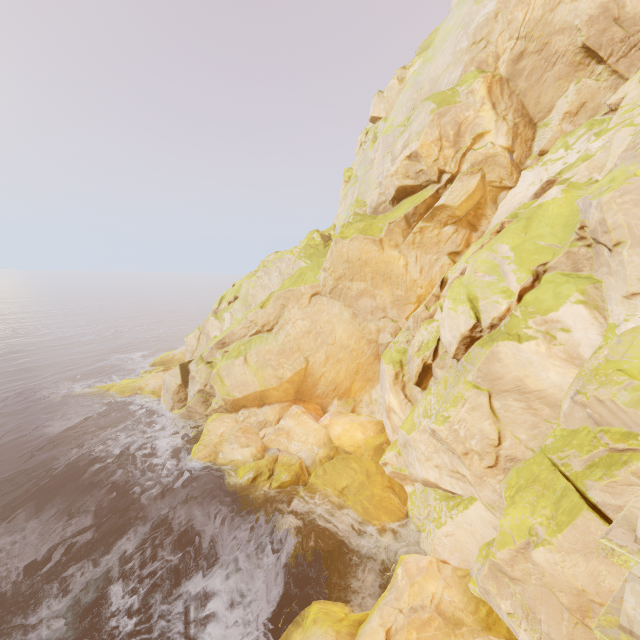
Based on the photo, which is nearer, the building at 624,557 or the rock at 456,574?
the building at 624,557

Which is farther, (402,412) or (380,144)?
(380,144)

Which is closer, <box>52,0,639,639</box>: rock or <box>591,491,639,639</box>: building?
<box>591,491,639,639</box>: building
